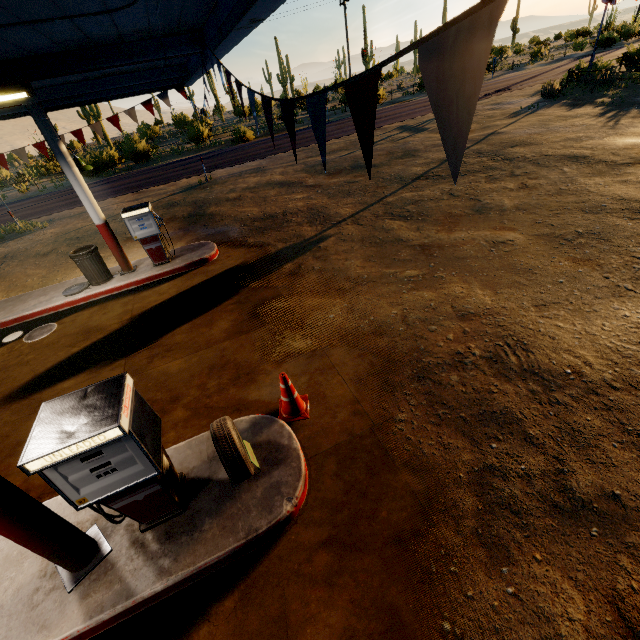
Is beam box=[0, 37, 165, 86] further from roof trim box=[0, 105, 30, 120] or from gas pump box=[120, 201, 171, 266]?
gas pump box=[120, 201, 171, 266]

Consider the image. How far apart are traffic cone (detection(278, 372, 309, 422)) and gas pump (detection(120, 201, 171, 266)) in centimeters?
619cm

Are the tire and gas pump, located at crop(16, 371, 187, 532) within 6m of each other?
yes

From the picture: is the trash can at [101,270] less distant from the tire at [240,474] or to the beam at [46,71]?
the beam at [46,71]

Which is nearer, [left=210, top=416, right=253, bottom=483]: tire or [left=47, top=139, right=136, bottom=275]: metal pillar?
[left=210, top=416, right=253, bottom=483]: tire

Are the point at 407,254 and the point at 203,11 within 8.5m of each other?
yes

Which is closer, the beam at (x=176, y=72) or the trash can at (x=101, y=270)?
the beam at (x=176, y=72)

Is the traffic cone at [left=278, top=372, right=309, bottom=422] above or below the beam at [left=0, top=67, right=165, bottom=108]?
below
